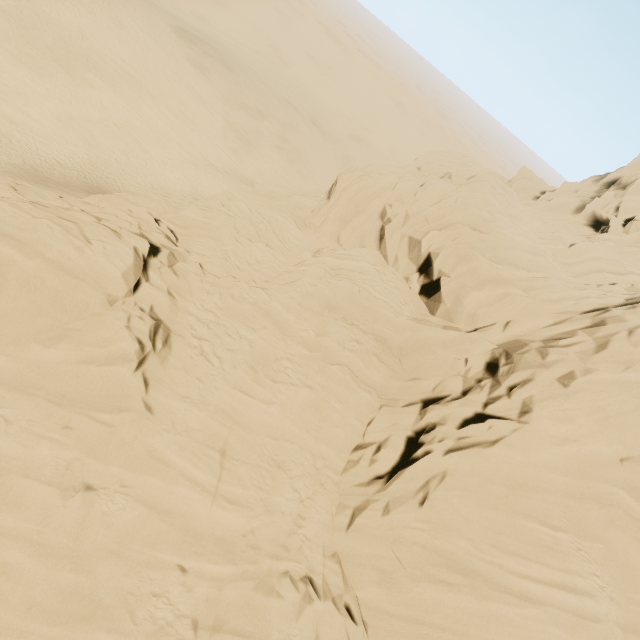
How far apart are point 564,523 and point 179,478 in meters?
→ 13.1
